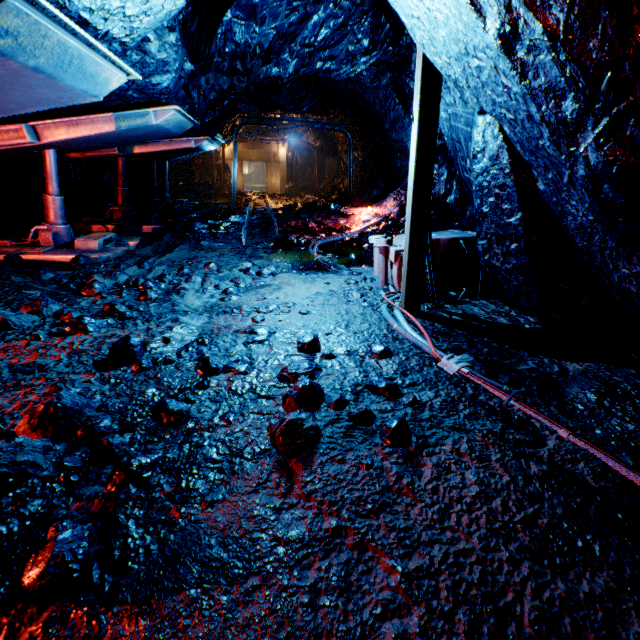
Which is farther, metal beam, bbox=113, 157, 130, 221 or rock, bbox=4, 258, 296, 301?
metal beam, bbox=113, 157, 130, 221

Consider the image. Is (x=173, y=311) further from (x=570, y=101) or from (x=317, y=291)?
(x=570, y=101)

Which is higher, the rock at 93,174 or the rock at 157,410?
the rock at 93,174

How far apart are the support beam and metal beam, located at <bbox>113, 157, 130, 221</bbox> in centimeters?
697cm

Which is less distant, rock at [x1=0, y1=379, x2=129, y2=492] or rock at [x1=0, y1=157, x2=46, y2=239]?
rock at [x1=0, y1=379, x2=129, y2=492]

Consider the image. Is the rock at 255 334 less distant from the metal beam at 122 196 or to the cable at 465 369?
the cable at 465 369

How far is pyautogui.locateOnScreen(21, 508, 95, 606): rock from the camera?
1.1m

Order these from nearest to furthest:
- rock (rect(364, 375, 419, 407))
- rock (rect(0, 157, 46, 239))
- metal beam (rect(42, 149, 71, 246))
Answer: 1. rock (rect(364, 375, 419, 407))
2. metal beam (rect(42, 149, 71, 246))
3. rock (rect(0, 157, 46, 239))
